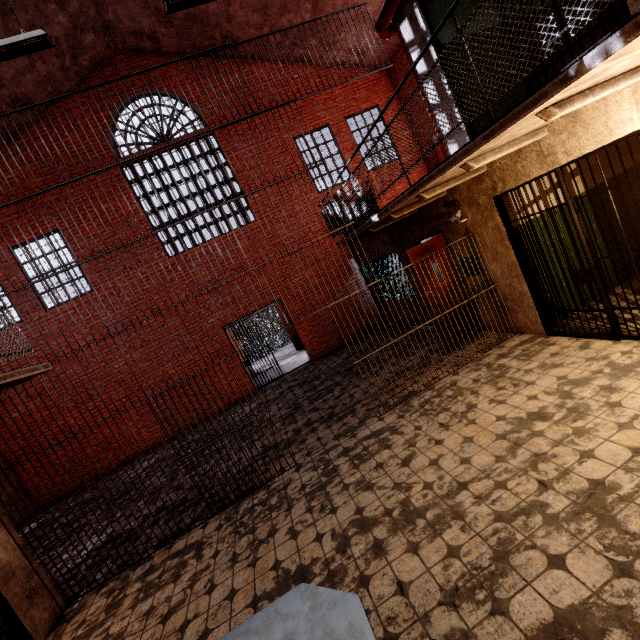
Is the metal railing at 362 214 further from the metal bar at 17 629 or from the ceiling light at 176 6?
the ceiling light at 176 6

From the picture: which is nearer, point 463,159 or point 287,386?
point 463,159

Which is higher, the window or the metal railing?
the metal railing

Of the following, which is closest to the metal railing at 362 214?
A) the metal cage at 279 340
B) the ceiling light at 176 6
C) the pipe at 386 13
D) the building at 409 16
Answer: the building at 409 16

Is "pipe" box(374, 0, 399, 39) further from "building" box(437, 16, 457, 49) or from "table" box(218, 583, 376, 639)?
"table" box(218, 583, 376, 639)

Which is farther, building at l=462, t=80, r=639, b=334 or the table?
building at l=462, t=80, r=639, b=334

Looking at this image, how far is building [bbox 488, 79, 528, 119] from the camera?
5.1 meters

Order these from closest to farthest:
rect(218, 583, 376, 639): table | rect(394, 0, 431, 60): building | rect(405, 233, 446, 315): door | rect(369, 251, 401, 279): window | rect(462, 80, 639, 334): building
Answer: rect(218, 583, 376, 639): table, rect(462, 80, 639, 334): building, rect(394, 0, 431, 60): building, rect(405, 233, 446, 315): door, rect(369, 251, 401, 279): window
